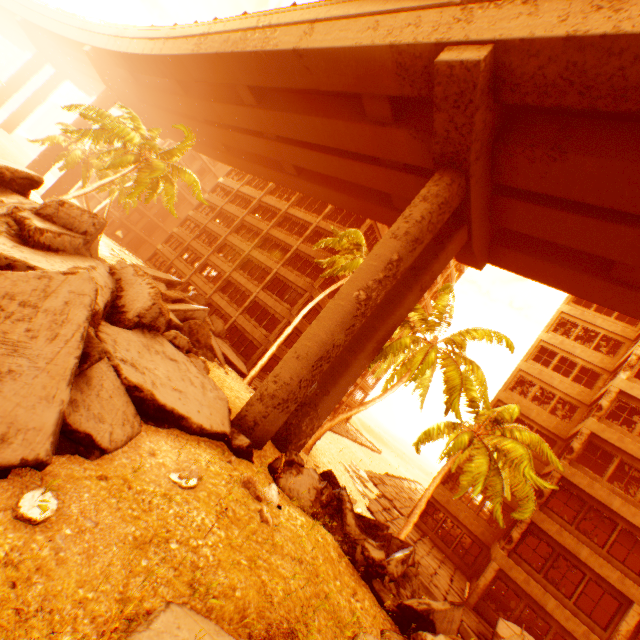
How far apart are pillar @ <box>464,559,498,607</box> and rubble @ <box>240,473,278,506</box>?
15.8m

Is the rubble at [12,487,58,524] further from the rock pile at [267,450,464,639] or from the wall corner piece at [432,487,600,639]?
the wall corner piece at [432,487,600,639]

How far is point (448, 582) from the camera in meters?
17.4

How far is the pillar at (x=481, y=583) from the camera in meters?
17.0

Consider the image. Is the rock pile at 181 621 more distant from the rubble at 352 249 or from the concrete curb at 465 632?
the concrete curb at 465 632

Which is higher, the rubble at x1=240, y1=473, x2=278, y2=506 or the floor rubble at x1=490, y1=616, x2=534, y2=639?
the rubble at x1=240, y1=473, x2=278, y2=506

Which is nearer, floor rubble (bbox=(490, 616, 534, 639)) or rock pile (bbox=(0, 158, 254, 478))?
rock pile (bbox=(0, 158, 254, 478))

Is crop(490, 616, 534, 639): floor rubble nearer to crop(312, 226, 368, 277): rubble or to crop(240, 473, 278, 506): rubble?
crop(312, 226, 368, 277): rubble
